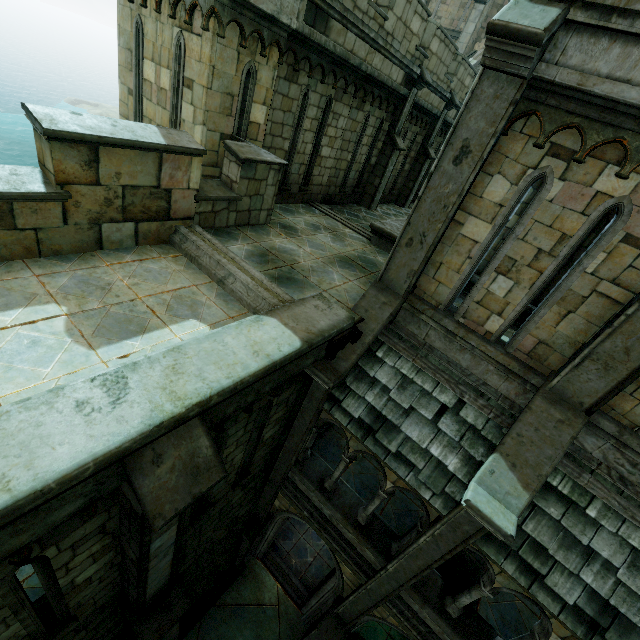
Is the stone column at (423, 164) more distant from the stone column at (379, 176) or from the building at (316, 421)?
the building at (316, 421)

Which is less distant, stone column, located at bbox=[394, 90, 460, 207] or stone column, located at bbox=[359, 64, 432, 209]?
stone column, located at bbox=[359, 64, 432, 209]

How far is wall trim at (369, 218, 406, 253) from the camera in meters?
9.0

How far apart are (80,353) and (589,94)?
6.7 meters

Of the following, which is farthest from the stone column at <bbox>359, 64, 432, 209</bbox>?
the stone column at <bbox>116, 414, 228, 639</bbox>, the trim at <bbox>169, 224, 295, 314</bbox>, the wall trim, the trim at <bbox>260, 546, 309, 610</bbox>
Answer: the trim at <bbox>260, 546, 309, 610</bbox>

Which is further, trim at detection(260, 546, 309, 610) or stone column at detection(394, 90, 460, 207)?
stone column at detection(394, 90, 460, 207)

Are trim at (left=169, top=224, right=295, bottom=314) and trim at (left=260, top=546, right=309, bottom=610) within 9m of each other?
no

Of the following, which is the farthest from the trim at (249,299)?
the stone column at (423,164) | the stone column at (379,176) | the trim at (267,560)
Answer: the stone column at (423,164)
